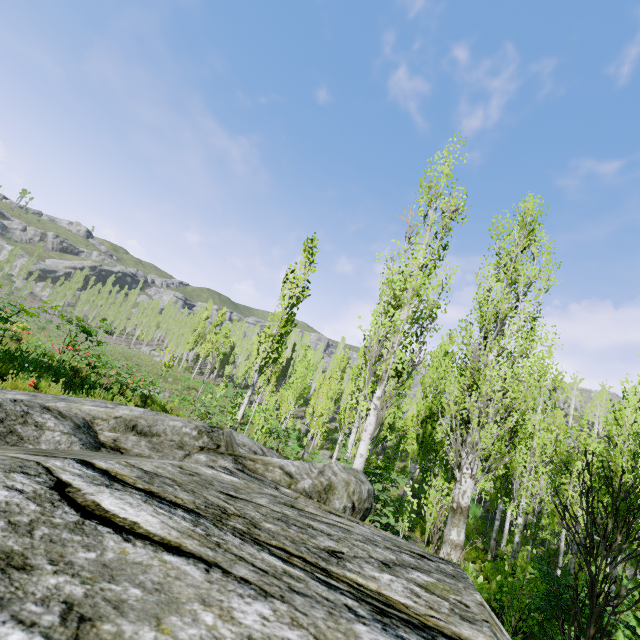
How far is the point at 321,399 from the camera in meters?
29.7

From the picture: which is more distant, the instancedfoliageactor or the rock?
the instancedfoliageactor

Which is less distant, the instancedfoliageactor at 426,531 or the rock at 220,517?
the rock at 220,517
